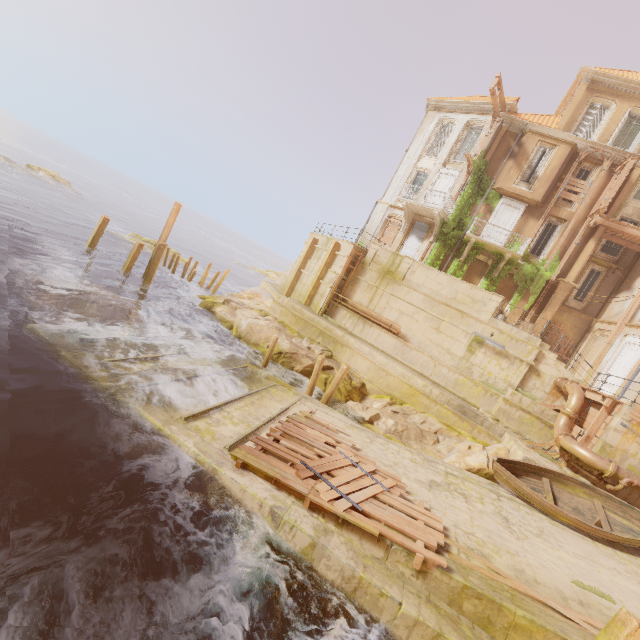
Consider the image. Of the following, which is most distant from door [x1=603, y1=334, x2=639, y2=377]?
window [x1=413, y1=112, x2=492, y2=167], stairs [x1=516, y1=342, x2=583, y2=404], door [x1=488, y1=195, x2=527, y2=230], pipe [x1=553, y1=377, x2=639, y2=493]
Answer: window [x1=413, y1=112, x2=492, y2=167]

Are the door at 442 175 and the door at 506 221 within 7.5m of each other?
yes

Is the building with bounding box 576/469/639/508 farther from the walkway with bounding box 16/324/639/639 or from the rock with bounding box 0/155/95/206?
the rock with bounding box 0/155/95/206

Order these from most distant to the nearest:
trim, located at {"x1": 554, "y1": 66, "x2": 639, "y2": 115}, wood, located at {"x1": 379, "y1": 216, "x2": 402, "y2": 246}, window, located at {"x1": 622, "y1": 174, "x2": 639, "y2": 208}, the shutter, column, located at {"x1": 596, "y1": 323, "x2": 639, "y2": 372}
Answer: wood, located at {"x1": 379, "y1": 216, "x2": 402, "y2": 246} < the shutter < window, located at {"x1": 622, "y1": 174, "x2": 639, "y2": 208} < trim, located at {"x1": 554, "y1": 66, "x2": 639, "y2": 115} < column, located at {"x1": 596, "y1": 323, "x2": 639, "y2": 372}

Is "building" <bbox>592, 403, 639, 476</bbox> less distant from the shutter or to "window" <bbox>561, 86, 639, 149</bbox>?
the shutter

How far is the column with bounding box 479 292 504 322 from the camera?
16.8 meters

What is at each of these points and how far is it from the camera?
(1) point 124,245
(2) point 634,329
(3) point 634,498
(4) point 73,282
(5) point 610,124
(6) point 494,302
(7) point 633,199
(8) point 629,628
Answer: (1) rock, 28.25m
(2) column, 18.16m
(3) building, 11.64m
(4) rock, 15.59m
(5) window, 20.05m
(6) column, 16.86m
(7) window, 21.22m
(8) beam, 5.36m

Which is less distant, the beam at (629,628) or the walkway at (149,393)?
the beam at (629,628)
